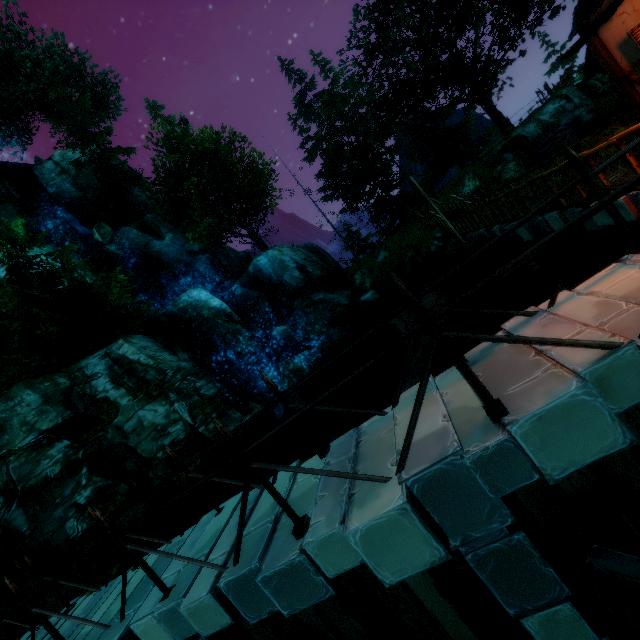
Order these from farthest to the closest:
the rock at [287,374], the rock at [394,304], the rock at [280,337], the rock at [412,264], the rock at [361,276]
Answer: the rock at [361,276] < the rock at [280,337] < the rock at [394,304] < the rock at [412,264] < the rock at [287,374]

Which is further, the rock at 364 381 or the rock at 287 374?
the rock at 287 374

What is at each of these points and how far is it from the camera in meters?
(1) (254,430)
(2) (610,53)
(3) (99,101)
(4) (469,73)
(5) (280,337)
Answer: (1) rock, 14.1 m
(2) building, 6.5 m
(3) tree, 32.4 m
(4) tree, 25.3 m
(5) rock, 25.0 m

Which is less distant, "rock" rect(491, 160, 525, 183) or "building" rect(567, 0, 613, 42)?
"building" rect(567, 0, 613, 42)

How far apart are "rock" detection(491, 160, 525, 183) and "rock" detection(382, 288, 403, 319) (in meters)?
9.77

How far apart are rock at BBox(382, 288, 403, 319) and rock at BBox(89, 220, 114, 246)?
22.84m

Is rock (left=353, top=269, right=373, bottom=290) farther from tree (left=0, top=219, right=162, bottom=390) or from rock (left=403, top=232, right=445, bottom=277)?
tree (left=0, top=219, right=162, bottom=390)

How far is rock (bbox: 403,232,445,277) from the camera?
22.0 meters
